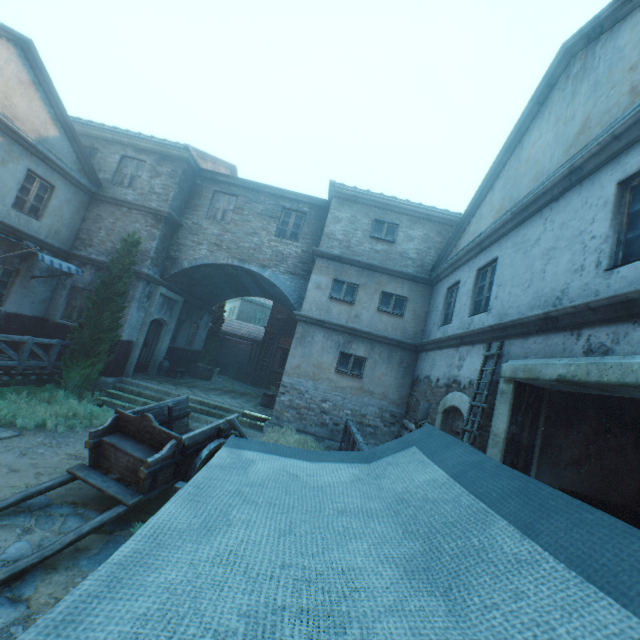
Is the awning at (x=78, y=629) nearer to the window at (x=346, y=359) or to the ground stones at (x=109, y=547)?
the ground stones at (x=109, y=547)

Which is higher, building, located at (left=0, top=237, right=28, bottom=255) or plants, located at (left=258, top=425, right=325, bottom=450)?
building, located at (left=0, top=237, right=28, bottom=255)

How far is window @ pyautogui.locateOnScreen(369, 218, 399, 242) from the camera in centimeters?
1216cm

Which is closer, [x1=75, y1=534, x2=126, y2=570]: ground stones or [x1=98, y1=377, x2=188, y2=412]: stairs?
[x1=75, y1=534, x2=126, y2=570]: ground stones

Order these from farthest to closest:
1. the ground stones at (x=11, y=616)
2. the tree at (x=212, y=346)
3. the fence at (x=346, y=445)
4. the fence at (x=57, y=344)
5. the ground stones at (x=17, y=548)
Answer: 1. the tree at (x=212, y=346)
2. the fence at (x=57, y=344)
3. the fence at (x=346, y=445)
4. the ground stones at (x=17, y=548)
5. the ground stones at (x=11, y=616)

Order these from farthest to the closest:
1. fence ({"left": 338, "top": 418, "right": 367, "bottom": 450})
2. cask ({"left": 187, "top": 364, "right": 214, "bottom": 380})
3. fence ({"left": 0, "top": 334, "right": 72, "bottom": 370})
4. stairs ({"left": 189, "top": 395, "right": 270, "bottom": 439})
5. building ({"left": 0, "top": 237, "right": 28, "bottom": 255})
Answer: cask ({"left": 187, "top": 364, "right": 214, "bottom": 380}), stairs ({"left": 189, "top": 395, "right": 270, "bottom": 439}), building ({"left": 0, "top": 237, "right": 28, "bottom": 255}), fence ({"left": 0, "top": 334, "right": 72, "bottom": 370}), fence ({"left": 338, "top": 418, "right": 367, "bottom": 450})

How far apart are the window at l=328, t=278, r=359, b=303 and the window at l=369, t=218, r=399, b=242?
1.9m

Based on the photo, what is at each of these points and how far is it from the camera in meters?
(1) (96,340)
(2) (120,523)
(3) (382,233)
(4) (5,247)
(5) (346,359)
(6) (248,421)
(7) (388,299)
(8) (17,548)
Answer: (1) tree, 10.4
(2) ground stones, 5.2
(3) window, 12.2
(4) building, 9.8
(5) window, 11.5
(6) stairs, 11.4
(7) window, 11.8
(8) ground stones, 4.1
